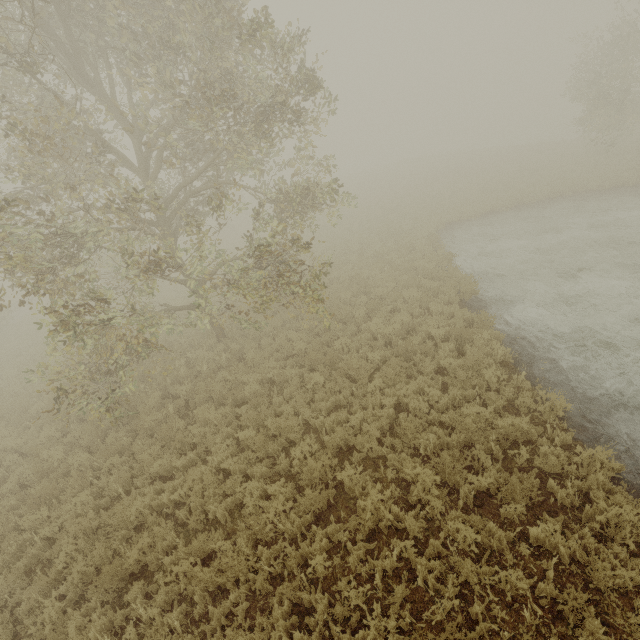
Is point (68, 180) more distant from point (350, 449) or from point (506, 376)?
point (506, 376)
